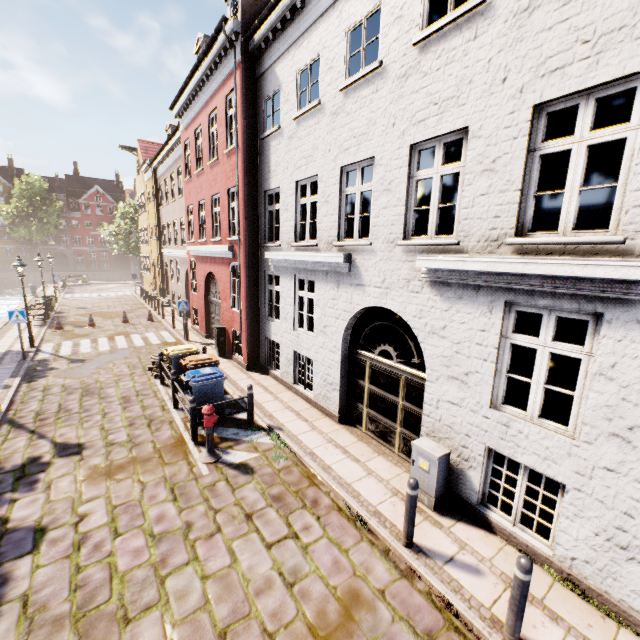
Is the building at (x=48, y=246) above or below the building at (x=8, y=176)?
below

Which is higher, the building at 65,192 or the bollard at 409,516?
the building at 65,192

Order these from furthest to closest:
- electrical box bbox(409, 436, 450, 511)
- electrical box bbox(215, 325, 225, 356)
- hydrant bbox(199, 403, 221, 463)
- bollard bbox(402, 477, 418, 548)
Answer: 1. electrical box bbox(215, 325, 225, 356)
2. hydrant bbox(199, 403, 221, 463)
3. electrical box bbox(409, 436, 450, 511)
4. bollard bbox(402, 477, 418, 548)

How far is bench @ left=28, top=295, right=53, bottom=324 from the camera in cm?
1772

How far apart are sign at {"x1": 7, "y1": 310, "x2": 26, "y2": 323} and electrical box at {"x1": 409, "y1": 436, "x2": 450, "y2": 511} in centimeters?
1453cm

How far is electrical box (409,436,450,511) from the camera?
5.4 meters

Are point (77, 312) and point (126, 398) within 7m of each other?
no

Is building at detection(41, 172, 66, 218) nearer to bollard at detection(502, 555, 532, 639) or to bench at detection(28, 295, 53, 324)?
bench at detection(28, 295, 53, 324)
